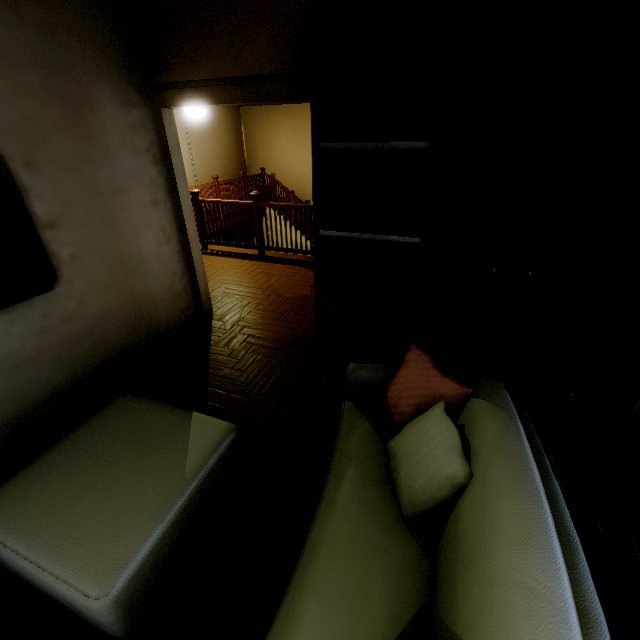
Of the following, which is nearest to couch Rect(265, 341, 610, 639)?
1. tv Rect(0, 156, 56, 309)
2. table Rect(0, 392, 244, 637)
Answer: table Rect(0, 392, 244, 637)

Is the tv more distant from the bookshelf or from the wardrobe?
the wardrobe

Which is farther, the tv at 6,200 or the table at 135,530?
the tv at 6,200

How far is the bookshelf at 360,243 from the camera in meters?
1.9

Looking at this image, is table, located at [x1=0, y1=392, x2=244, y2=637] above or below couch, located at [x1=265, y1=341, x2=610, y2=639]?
below

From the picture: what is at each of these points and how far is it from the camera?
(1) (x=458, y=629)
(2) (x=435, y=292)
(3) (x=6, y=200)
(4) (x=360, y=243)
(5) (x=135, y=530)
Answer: (1) couch, 0.9m
(2) wardrobe, 2.4m
(3) tv, 2.0m
(4) bookshelf, 2.7m
(5) table, 1.4m

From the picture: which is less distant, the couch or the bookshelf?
the couch

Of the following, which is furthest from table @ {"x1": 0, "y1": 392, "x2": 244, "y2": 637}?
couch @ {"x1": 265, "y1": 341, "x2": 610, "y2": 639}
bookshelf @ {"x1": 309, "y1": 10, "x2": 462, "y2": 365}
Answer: bookshelf @ {"x1": 309, "y1": 10, "x2": 462, "y2": 365}
